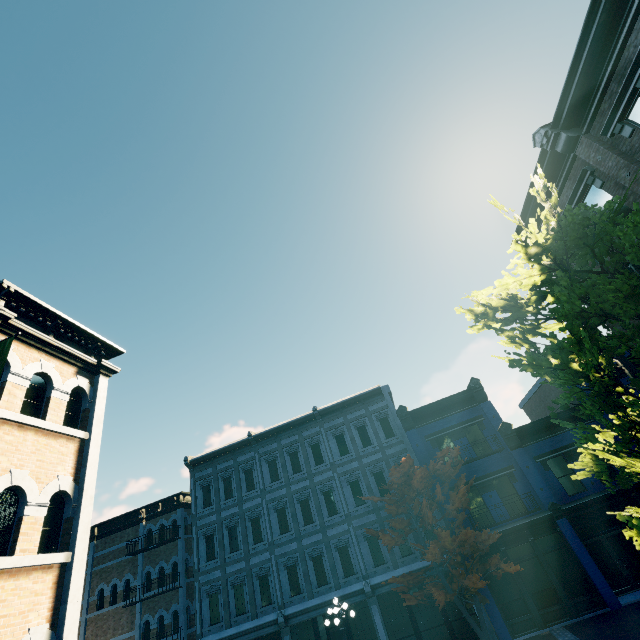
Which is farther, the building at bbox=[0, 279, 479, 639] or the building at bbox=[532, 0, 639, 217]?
the building at bbox=[532, 0, 639, 217]

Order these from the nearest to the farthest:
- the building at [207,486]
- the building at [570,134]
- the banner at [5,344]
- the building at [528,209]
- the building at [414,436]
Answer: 1. the banner at [5,344]
2. the building at [207,486]
3. the building at [570,134]
4. the building at [528,209]
5. the building at [414,436]

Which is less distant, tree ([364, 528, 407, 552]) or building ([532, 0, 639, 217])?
building ([532, 0, 639, 217])

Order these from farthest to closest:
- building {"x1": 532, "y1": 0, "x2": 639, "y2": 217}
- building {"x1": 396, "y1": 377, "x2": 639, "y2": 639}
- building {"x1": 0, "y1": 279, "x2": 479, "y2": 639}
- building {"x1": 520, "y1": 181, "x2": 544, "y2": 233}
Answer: building {"x1": 396, "y1": 377, "x2": 639, "y2": 639} → building {"x1": 520, "y1": 181, "x2": 544, "y2": 233} → building {"x1": 532, "y1": 0, "x2": 639, "y2": 217} → building {"x1": 0, "y1": 279, "x2": 479, "y2": 639}

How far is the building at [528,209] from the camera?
13.9m

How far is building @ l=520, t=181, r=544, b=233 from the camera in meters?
13.9 m

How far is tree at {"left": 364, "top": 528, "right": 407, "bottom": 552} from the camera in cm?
1518

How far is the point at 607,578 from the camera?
15.5 meters
